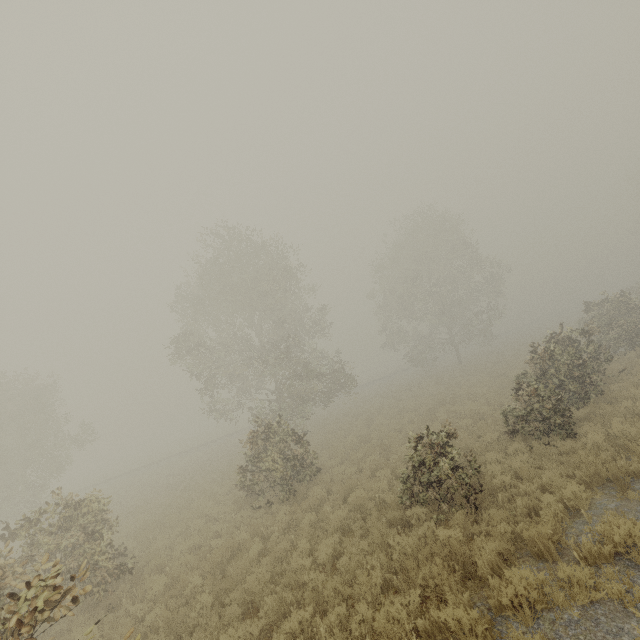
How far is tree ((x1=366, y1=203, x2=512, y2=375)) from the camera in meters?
33.3 m

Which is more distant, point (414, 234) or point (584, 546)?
point (414, 234)

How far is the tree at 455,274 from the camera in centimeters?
3331cm

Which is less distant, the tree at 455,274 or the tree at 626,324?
the tree at 626,324

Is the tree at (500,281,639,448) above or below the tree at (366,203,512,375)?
below

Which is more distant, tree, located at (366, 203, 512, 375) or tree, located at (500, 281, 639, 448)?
tree, located at (366, 203, 512, 375)
